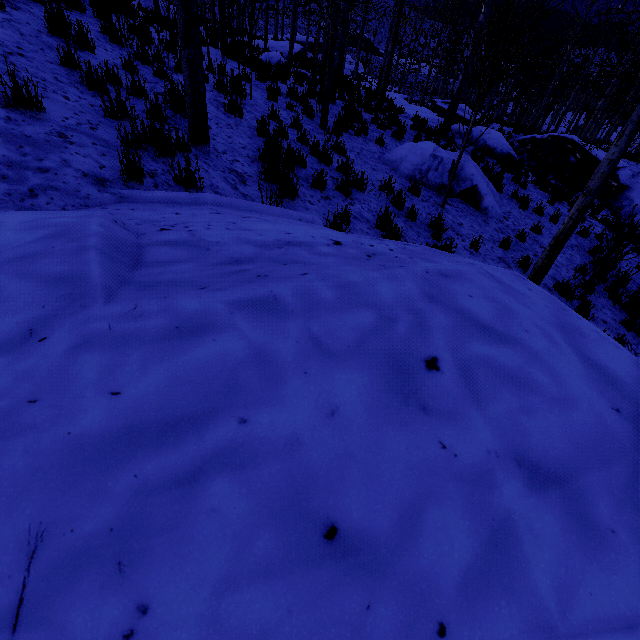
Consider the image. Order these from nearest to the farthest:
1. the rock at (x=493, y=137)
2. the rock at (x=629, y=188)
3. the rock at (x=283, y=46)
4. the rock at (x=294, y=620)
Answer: the rock at (x=294, y=620), the rock at (x=493, y=137), the rock at (x=629, y=188), the rock at (x=283, y=46)

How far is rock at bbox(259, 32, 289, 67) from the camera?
14.5 meters

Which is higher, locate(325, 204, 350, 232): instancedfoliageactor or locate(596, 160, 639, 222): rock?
locate(325, 204, 350, 232): instancedfoliageactor

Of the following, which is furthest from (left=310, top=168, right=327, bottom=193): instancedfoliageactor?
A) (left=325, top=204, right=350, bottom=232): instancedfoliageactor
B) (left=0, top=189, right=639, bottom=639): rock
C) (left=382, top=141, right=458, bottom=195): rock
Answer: (left=0, top=189, right=639, bottom=639): rock

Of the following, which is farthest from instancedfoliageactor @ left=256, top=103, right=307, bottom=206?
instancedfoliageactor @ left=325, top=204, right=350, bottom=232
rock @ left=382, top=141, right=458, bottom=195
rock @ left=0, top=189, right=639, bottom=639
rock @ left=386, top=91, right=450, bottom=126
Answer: rock @ left=0, top=189, right=639, bottom=639

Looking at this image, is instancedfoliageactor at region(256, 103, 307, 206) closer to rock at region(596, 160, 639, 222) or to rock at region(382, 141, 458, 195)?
rock at region(596, 160, 639, 222)

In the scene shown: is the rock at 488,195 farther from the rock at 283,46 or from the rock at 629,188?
the rock at 283,46

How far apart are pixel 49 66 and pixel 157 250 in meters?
4.4
